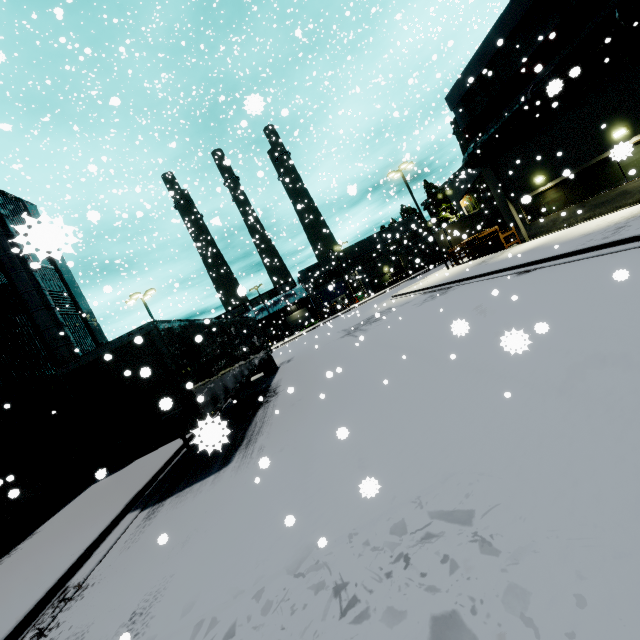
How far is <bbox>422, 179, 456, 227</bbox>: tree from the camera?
55.3m

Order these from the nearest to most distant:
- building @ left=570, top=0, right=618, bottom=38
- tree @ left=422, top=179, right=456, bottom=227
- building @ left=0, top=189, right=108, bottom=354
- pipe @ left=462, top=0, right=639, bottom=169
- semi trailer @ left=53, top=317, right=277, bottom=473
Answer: building @ left=0, top=189, right=108, bottom=354 → semi trailer @ left=53, top=317, right=277, bottom=473 → pipe @ left=462, top=0, right=639, bottom=169 → building @ left=570, top=0, right=618, bottom=38 → tree @ left=422, top=179, right=456, bottom=227

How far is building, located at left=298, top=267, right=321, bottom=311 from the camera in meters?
59.7

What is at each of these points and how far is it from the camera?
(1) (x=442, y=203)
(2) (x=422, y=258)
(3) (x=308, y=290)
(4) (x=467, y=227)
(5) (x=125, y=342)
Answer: (1) tree, 55.81m
(2) semi trailer, 45.56m
(3) building, 59.78m
(4) semi trailer, 33.59m
(5) semi trailer, 7.76m

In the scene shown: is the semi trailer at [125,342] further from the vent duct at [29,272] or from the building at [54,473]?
the vent duct at [29,272]

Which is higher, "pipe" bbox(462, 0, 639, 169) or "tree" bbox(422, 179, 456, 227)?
"tree" bbox(422, 179, 456, 227)

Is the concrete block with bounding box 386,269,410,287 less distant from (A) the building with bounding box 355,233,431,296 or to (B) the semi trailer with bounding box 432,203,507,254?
(A) the building with bounding box 355,233,431,296

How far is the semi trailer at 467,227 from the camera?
33.4 meters
